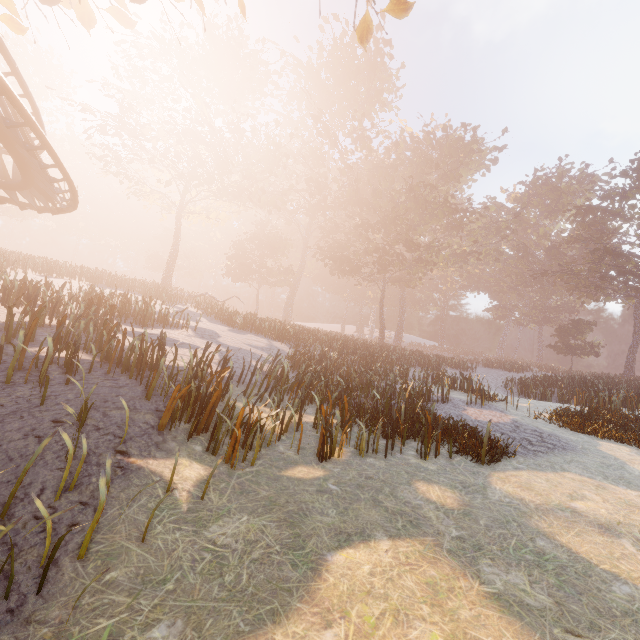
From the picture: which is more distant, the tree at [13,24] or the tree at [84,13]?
the tree at [13,24]

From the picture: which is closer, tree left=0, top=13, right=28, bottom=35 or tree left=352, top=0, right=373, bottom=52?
tree left=352, top=0, right=373, bottom=52

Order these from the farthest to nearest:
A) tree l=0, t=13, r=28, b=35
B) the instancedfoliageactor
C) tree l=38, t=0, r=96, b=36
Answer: the instancedfoliageactor < tree l=0, t=13, r=28, b=35 < tree l=38, t=0, r=96, b=36

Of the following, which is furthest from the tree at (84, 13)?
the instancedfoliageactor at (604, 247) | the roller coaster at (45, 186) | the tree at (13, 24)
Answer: the instancedfoliageactor at (604, 247)

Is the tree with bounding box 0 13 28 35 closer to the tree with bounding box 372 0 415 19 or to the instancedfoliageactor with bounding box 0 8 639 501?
the tree with bounding box 372 0 415 19

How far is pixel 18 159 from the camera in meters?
9.0

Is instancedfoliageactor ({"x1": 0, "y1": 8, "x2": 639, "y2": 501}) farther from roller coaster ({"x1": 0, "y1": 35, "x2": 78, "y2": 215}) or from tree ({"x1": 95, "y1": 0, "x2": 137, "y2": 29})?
roller coaster ({"x1": 0, "y1": 35, "x2": 78, "y2": 215})
